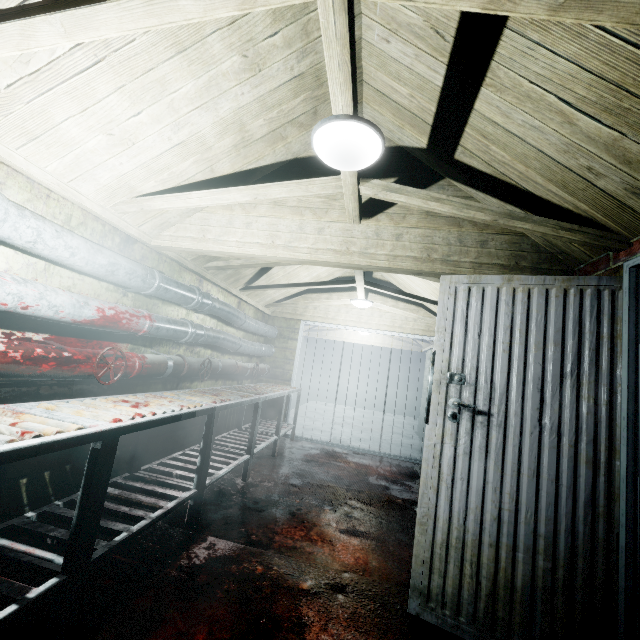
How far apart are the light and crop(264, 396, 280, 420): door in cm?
407

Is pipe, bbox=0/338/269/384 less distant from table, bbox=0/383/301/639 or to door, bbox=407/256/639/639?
table, bbox=0/383/301/639

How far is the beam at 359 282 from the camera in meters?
3.8

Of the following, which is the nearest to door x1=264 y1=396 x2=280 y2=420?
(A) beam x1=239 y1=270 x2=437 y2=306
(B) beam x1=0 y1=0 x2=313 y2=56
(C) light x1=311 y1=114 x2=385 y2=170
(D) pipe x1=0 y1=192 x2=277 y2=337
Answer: (D) pipe x1=0 y1=192 x2=277 y2=337

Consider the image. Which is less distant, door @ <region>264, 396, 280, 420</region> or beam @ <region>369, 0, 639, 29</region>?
beam @ <region>369, 0, 639, 29</region>

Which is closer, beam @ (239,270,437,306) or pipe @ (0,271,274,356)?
pipe @ (0,271,274,356)

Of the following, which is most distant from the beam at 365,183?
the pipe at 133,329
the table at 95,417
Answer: the table at 95,417

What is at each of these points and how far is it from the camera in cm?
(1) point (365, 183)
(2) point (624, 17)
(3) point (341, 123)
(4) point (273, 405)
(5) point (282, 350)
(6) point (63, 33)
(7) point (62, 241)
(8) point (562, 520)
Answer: (1) beam, 187
(2) beam, 78
(3) light, 134
(4) door, 548
(5) door, 561
(6) beam, 104
(7) pipe, 171
(8) door, 153
